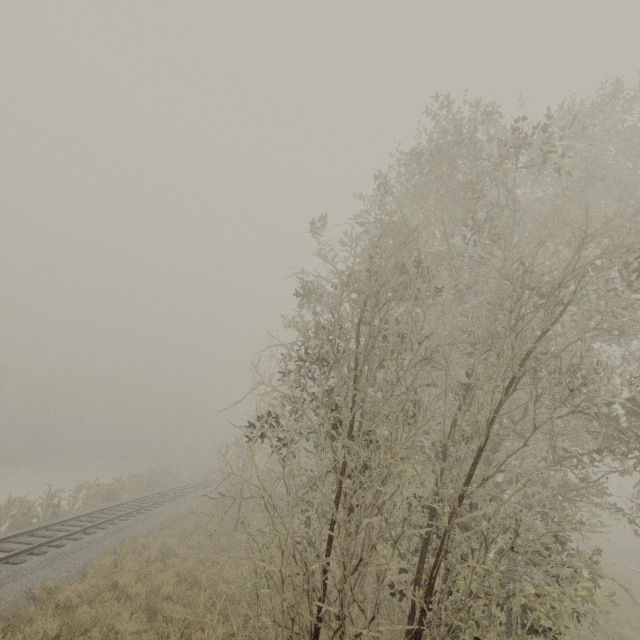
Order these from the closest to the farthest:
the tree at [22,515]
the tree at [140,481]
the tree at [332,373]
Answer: the tree at [332,373] → the tree at [22,515] → the tree at [140,481]

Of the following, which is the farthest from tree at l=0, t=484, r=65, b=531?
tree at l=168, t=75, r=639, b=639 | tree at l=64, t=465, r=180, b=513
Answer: tree at l=168, t=75, r=639, b=639

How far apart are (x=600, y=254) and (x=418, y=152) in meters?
5.8

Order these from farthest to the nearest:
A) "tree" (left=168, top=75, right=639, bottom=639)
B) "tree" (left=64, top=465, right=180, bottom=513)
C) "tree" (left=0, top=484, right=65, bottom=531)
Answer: "tree" (left=64, top=465, right=180, bottom=513)
"tree" (left=0, top=484, right=65, bottom=531)
"tree" (left=168, top=75, right=639, bottom=639)

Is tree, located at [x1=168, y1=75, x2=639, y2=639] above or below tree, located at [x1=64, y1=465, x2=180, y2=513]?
above

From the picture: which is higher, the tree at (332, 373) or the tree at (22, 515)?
the tree at (332, 373)

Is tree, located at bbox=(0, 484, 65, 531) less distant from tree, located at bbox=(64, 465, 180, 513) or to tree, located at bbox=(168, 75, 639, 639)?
tree, located at bbox=(64, 465, 180, 513)
